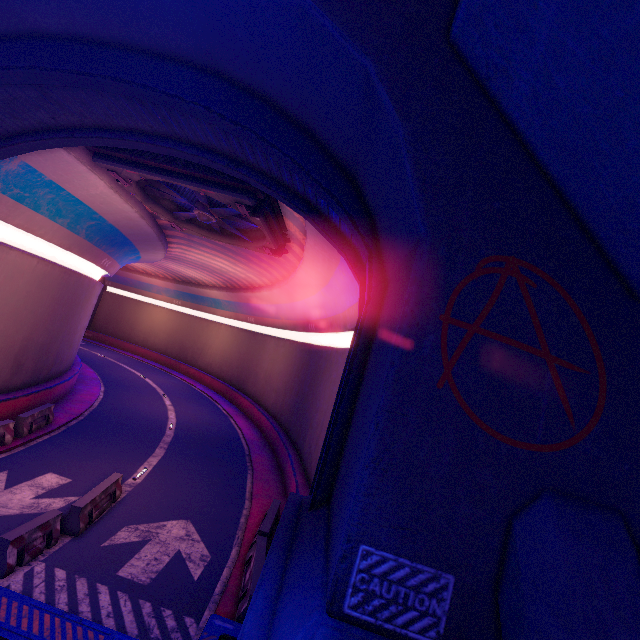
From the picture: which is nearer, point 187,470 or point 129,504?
point 129,504

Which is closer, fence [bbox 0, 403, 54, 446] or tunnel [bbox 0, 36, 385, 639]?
tunnel [bbox 0, 36, 385, 639]

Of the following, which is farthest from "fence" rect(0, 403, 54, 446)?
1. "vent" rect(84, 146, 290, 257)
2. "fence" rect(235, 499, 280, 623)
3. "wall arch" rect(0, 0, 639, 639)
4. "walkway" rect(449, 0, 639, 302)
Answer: "walkway" rect(449, 0, 639, 302)

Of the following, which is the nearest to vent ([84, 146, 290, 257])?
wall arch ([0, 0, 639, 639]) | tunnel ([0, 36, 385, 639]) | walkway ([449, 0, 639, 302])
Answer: tunnel ([0, 36, 385, 639])

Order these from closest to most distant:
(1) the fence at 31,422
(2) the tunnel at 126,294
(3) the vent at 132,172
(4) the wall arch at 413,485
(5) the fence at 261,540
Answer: (4) the wall arch at 413,485, (2) the tunnel at 126,294, (5) the fence at 261,540, (3) the vent at 132,172, (1) the fence at 31,422

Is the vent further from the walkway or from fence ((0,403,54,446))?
fence ((0,403,54,446))

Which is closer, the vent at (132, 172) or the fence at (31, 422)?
the vent at (132, 172)

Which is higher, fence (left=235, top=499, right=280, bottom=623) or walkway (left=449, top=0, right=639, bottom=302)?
walkway (left=449, top=0, right=639, bottom=302)
